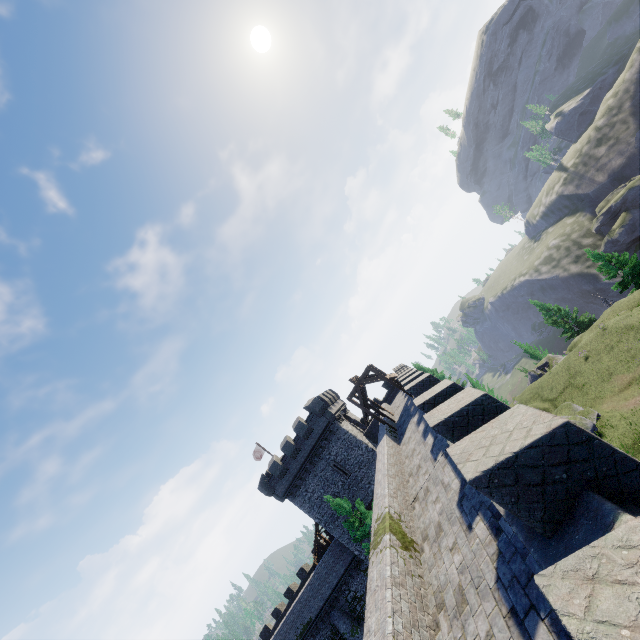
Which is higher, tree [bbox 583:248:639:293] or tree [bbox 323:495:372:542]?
tree [bbox 323:495:372:542]

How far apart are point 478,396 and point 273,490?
33.53m

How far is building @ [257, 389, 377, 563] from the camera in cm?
3338

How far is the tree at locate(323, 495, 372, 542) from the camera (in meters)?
24.73

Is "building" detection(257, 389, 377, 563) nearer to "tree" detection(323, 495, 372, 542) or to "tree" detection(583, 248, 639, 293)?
"tree" detection(323, 495, 372, 542)

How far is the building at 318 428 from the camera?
33.4 meters

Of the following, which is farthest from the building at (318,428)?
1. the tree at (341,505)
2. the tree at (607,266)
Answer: the tree at (607,266)
